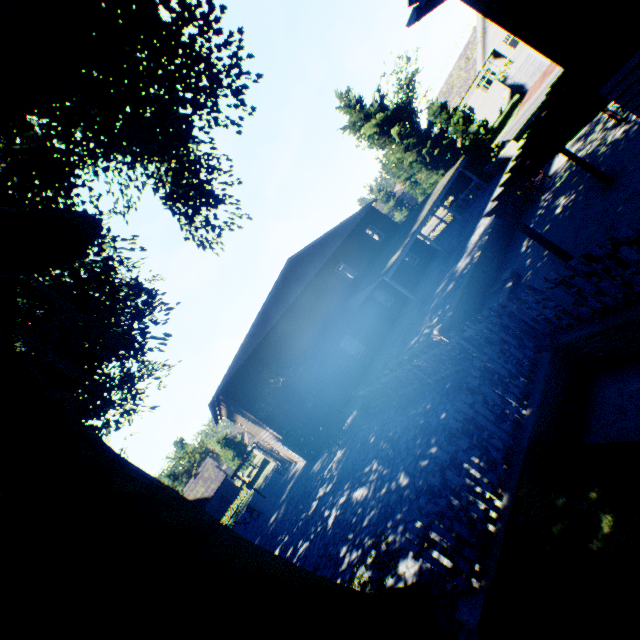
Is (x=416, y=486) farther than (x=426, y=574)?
Yes

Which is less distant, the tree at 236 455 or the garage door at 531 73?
the garage door at 531 73

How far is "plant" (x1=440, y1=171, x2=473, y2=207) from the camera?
27.33m

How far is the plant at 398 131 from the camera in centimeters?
2648cm

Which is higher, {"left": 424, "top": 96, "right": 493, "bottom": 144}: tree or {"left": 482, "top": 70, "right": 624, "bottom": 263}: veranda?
{"left": 424, "top": 96, "right": 493, "bottom": 144}: tree

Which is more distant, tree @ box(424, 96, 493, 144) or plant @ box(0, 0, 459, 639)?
tree @ box(424, 96, 493, 144)

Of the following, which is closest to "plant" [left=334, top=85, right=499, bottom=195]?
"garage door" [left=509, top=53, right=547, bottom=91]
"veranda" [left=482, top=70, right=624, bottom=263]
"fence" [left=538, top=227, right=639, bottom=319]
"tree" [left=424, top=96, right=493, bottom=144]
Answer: "fence" [left=538, top=227, right=639, bottom=319]

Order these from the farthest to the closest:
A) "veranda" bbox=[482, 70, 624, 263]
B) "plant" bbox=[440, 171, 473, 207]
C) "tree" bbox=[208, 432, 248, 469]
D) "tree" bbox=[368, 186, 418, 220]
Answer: "tree" bbox=[368, 186, 418, 220] < "tree" bbox=[208, 432, 248, 469] < "plant" bbox=[440, 171, 473, 207] < "veranda" bbox=[482, 70, 624, 263]
